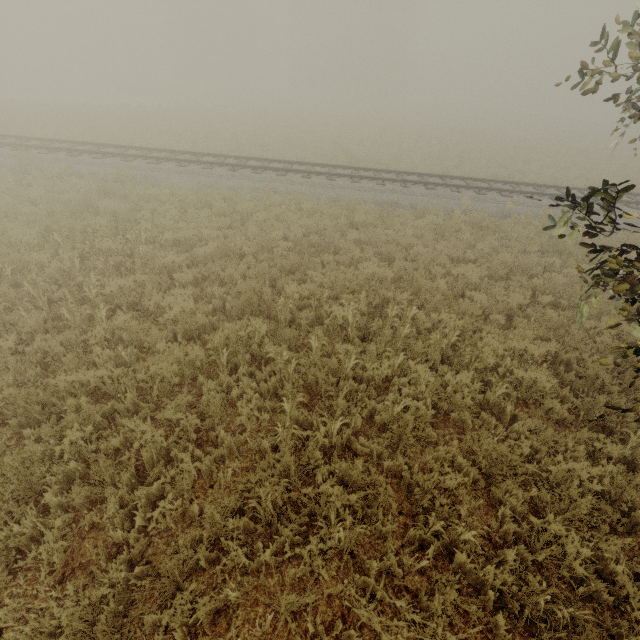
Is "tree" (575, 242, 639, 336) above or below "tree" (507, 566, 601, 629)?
above

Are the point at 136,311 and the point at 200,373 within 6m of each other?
yes

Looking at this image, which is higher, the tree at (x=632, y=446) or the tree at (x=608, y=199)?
the tree at (x=608, y=199)

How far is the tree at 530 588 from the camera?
3.0m

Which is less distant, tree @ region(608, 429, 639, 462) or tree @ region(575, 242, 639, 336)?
tree @ region(575, 242, 639, 336)

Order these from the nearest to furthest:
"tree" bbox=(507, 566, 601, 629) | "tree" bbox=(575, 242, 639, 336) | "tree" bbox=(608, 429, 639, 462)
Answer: "tree" bbox=(507, 566, 601, 629) → "tree" bbox=(575, 242, 639, 336) → "tree" bbox=(608, 429, 639, 462)
